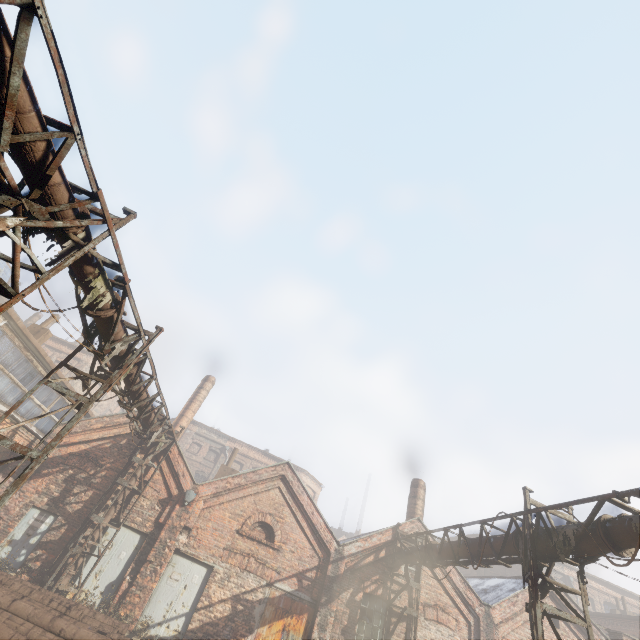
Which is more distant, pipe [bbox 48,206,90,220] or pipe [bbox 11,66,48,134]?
pipe [bbox 48,206,90,220]

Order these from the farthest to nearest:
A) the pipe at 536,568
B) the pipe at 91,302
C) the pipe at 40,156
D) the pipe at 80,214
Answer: the pipe at 536,568
the pipe at 91,302
the pipe at 80,214
the pipe at 40,156

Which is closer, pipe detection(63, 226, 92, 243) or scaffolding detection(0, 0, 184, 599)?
scaffolding detection(0, 0, 184, 599)

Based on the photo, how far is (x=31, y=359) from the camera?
13.2 meters

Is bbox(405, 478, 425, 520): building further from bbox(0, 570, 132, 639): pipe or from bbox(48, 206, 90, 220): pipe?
bbox(0, 570, 132, 639): pipe

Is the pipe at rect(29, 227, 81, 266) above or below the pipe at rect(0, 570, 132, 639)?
above

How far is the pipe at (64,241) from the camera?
5.3 meters
